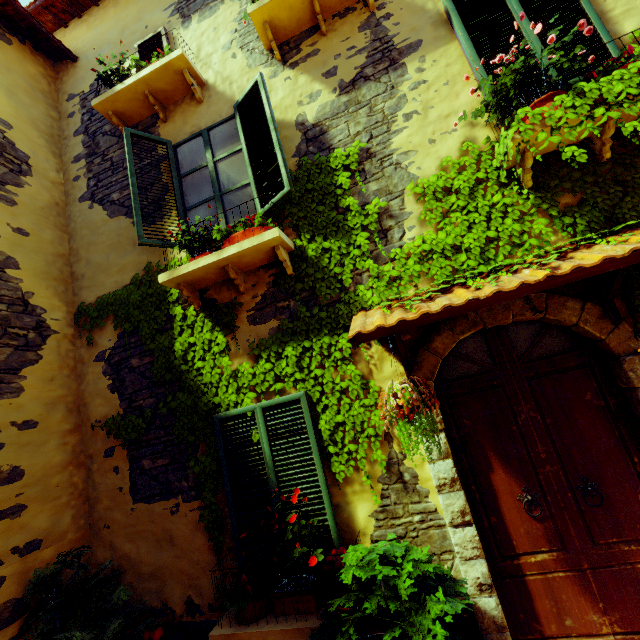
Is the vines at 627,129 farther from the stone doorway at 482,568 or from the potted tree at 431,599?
the potted tree at 431,599

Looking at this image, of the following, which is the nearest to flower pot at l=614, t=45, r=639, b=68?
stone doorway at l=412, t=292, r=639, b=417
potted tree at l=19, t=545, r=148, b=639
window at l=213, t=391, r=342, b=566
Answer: stone doorway at l=412, t=292, r=639, b=417

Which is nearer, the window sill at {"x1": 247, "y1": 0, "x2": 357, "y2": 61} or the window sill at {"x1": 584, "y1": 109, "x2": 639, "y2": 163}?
the window sill at {"x1": 584, "y1": 109, "x2": 639, "y2": 163}

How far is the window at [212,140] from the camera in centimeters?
→ 371cm

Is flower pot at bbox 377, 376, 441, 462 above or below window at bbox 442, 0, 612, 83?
below

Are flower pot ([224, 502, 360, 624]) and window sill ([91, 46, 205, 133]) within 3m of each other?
no

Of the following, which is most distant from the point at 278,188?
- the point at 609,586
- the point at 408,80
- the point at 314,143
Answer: the point at 609,586

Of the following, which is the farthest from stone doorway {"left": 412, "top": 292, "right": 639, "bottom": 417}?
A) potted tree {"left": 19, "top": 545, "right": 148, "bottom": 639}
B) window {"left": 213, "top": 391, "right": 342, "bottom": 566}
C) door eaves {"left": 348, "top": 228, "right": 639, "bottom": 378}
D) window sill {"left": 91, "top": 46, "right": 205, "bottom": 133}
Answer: window sill {"left": 91, "top": 46, "right": 205, "bottom": 133}
